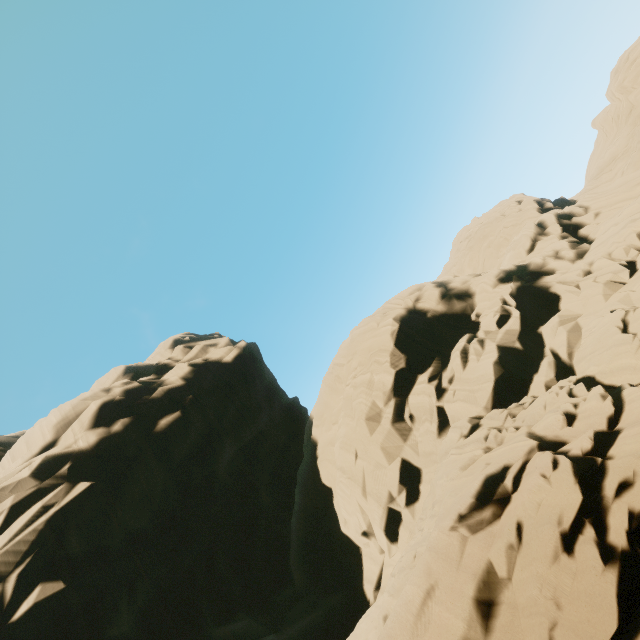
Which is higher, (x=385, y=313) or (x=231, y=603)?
(x=385, y=313)
